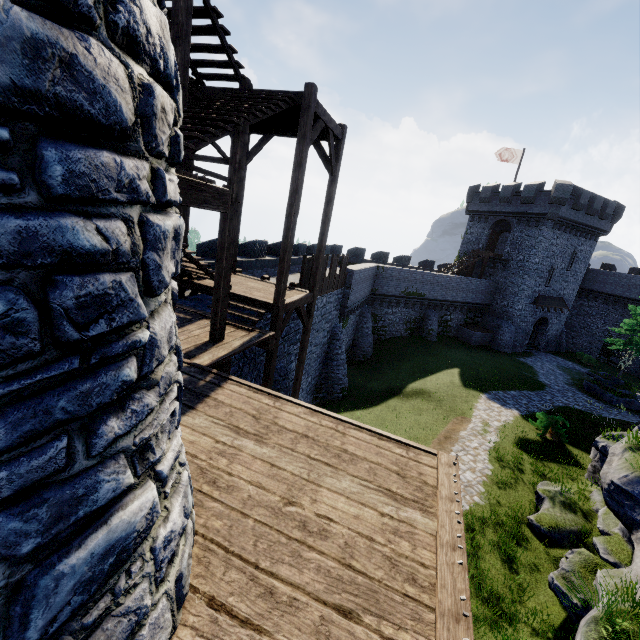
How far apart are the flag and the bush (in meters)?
27.86

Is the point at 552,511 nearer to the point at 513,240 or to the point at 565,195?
the point at 565,195

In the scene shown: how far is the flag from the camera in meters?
34.3 m

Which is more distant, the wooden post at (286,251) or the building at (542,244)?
the building at (542,244)

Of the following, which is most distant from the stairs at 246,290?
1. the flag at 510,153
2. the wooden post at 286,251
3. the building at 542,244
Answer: the flag at 510,153

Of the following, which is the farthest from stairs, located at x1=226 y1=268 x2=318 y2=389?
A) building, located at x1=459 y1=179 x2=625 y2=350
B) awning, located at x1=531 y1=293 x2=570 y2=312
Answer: awning, located at x1=531 y1=293 x2=570 y2=312

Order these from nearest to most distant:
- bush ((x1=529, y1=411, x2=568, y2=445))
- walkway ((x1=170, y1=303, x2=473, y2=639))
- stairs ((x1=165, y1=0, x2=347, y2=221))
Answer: walkway ((x1=170, y1=303, x2=473, y2=639)) < stairs ((x1=165, y1=0, x2=347, y2=221)) < bush ((x1=529, y1=411, x2=568, y2=445))

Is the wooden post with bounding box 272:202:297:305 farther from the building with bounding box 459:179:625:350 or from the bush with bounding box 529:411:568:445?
the building with bounding box 459:179:625:350
